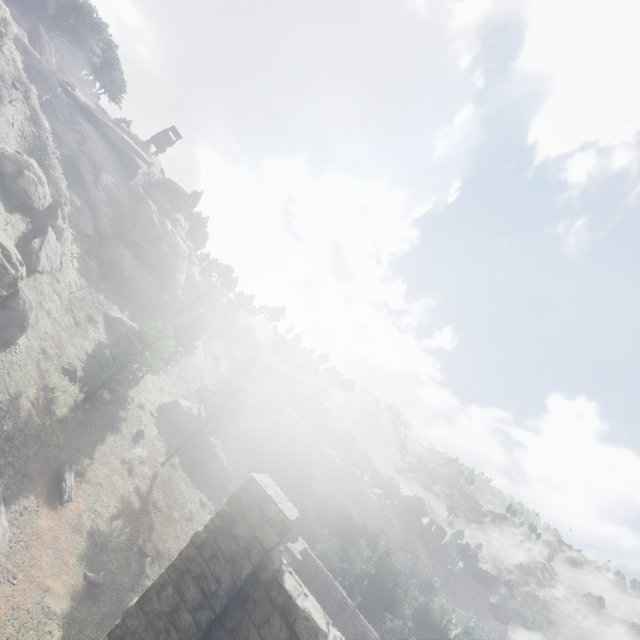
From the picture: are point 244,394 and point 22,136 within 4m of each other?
no

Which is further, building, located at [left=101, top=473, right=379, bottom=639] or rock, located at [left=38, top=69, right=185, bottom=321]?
rock, located at [left=38, top=69, right=185, bottom=321]

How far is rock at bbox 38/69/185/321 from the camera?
45.3m

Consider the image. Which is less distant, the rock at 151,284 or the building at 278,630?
the building at 278,630

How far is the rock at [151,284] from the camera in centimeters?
4531cm
